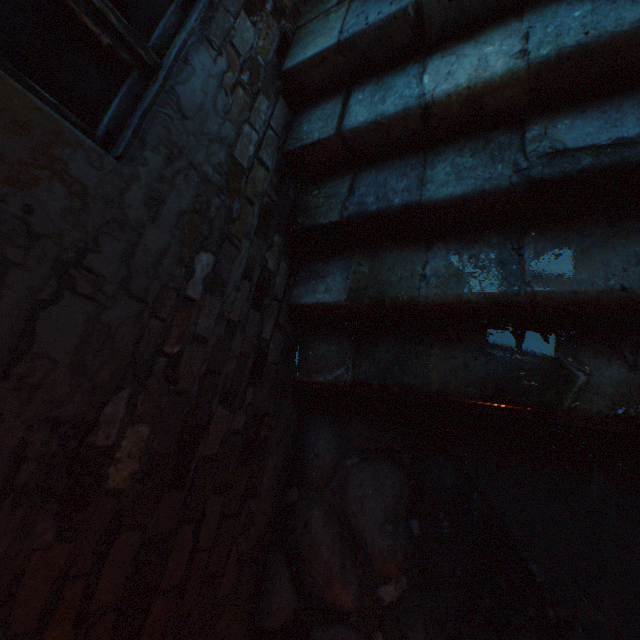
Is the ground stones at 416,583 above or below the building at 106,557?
below

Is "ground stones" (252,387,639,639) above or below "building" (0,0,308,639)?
below

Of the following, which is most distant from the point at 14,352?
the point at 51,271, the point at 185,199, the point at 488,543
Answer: the point at 488,543

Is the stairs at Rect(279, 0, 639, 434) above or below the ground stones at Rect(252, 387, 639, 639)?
above

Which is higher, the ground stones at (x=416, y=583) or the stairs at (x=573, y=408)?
the stairs at (x=573, y=408)
